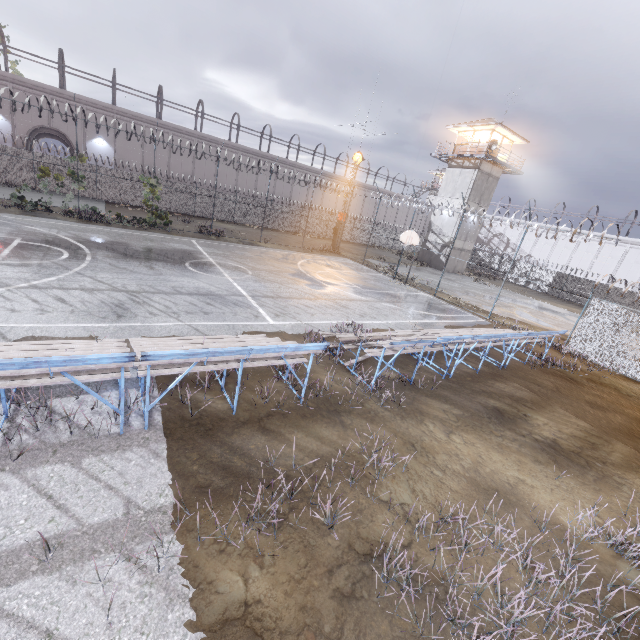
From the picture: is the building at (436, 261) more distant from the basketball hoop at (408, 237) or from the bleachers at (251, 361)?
the bleachers at (251, 361)

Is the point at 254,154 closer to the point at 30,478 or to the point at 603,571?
the point at 30,478

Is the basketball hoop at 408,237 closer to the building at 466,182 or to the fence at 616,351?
the fence at 616,351

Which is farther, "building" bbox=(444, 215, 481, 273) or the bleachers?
"building" bbox=(444, 215, 481, 273)

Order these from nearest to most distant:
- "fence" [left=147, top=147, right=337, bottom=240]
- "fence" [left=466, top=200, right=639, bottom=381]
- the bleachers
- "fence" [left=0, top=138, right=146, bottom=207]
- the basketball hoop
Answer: the bleachers < "fence" [left=466, top=200, right=639, bottom=381] < the basketball hoop < "fence" [left=0, top=138, right=146, bottom=207] < "fence" [left=147, top=147, right=337, bottom=240]

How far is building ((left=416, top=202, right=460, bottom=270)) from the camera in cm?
3528

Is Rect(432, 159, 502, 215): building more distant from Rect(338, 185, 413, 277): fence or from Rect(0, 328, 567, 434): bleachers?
Rect(0, 328, 567, 434): bleachers

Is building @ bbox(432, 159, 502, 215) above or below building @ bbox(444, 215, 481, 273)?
above
